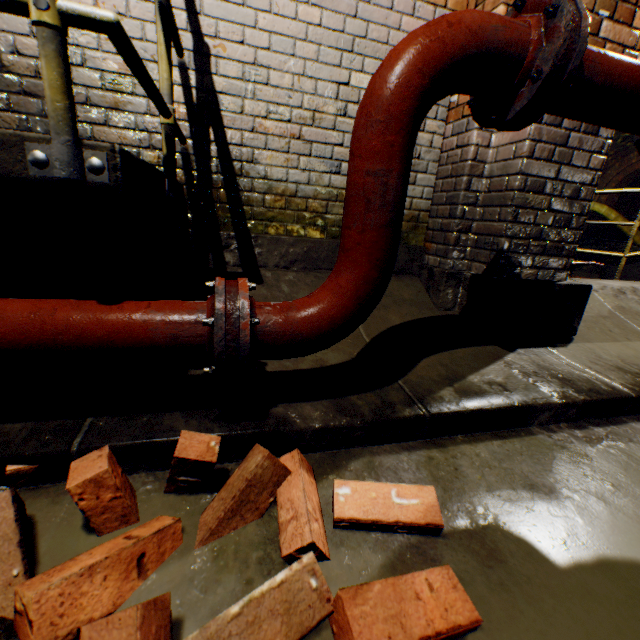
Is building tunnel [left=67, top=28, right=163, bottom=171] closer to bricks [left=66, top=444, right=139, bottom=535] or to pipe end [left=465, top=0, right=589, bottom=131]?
bricks [left=66, top=444, right=139, bottom=535]

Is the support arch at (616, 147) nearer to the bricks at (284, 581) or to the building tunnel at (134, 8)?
the building tunnel at (134, 8)

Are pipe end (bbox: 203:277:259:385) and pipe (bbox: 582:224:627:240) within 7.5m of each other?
no

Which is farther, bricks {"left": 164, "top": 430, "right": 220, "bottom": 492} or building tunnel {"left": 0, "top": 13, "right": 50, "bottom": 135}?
building tunnel {"left": 0, "top": 13, "right": 50, "bottom": 135}

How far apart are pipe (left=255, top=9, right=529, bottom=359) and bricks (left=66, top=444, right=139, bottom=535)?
0.3m

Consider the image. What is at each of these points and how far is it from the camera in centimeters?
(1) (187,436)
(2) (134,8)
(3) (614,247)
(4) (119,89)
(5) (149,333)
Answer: (1) bricks, 98cm
(2) building tunnel, 177cm
(3) building tunnel, 1684cm
(4) building tunnel, 187cm
(5) pipe, 100cm

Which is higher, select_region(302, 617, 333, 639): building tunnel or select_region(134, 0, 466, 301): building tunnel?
select_region(134, 0, 466, 301): building tunnel

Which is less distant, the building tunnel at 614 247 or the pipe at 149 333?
the pipe at 149 333
